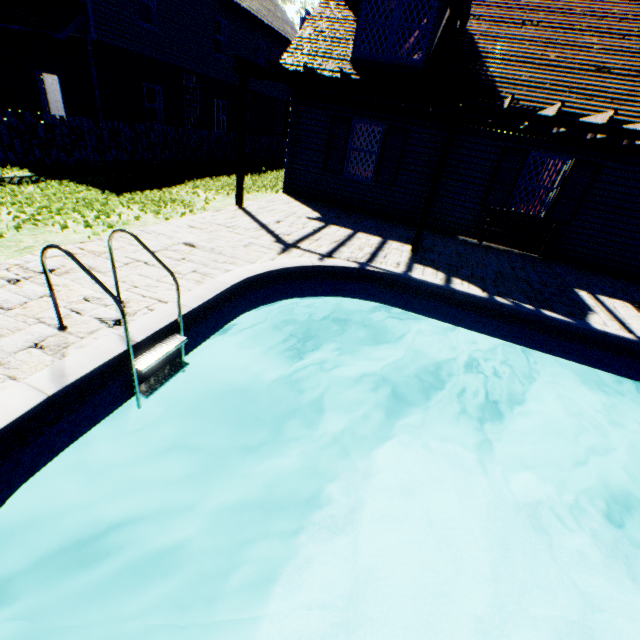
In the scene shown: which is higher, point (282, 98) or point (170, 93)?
point (282, 98)

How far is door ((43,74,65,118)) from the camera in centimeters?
1844cm

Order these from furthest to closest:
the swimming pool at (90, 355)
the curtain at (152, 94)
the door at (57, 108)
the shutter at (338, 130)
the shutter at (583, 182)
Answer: the door at (57, 108), the curtain at (152, 94), the shutter at (338, 130), the shutter at (583, 182), the swimming pool at (90, 355)

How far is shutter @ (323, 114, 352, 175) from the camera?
9.8 meters

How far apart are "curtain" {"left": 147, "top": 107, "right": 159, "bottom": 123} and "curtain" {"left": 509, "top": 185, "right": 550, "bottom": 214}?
15.4m

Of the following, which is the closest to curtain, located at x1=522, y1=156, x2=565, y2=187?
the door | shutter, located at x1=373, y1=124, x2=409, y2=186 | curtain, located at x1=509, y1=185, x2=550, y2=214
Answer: curtain, located at x1=509, y1=185, x2=550, y2=214

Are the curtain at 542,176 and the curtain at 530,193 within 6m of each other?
yes

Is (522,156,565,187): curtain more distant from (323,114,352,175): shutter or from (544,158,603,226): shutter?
(323,114,352,175): shutter
